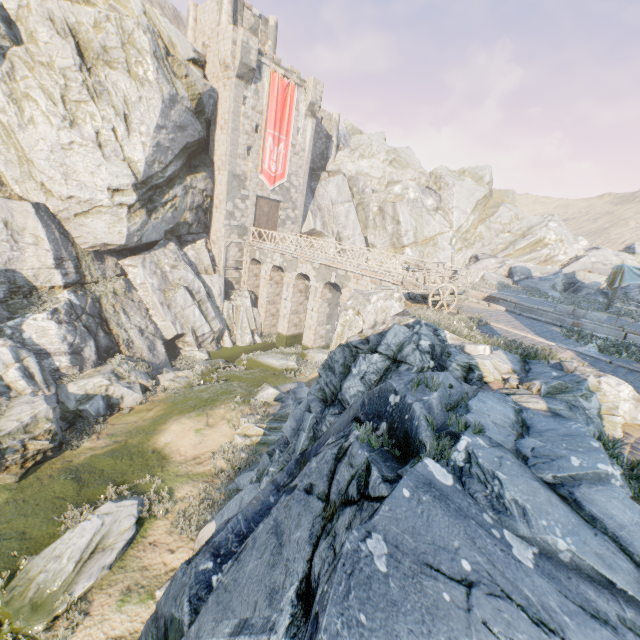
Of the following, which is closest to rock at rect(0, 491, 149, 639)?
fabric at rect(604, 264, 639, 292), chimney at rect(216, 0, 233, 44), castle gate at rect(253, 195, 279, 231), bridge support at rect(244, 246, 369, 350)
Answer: bridge support at rect(244, 246, 369, 350)

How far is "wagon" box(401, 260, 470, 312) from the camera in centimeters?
1185cm

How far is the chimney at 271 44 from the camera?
29.6 meters

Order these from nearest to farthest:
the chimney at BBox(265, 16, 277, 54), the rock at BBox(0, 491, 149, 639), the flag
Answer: the rock at BBox(0, 491, 149, 639) < the flag < the chimney at BBox(265, 16, 277, 54)

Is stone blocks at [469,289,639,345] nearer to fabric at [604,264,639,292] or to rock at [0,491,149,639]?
rock at [0,491,149,639]

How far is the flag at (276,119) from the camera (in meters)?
26.31

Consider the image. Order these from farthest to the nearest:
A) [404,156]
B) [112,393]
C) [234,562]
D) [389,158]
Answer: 1. [404,156]
2. [389,158]
3. [112,393]
4. [234,562]

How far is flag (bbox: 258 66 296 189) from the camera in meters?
26.3
